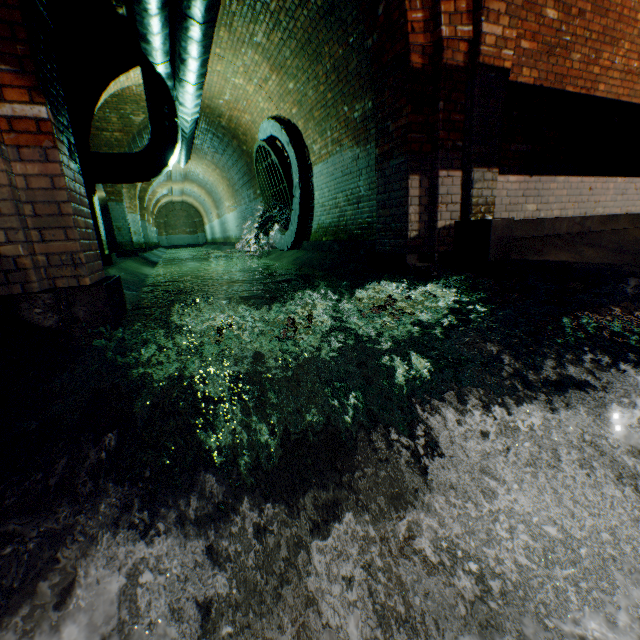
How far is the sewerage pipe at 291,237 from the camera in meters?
7.5

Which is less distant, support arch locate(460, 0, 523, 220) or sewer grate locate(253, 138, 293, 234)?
support arch locate(460, 0, 523, 220)

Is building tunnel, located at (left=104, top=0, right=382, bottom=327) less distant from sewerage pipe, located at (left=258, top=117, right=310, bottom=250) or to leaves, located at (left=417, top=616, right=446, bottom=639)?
sewerage pipe, located at (left=258, top=117, right=310, bottom=250)

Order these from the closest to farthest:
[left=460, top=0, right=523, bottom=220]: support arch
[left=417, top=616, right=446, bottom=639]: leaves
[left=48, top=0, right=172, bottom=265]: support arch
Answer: [left=417, top=616, right=446, bottom=639]: leaves
[left=460, top=0, right=523, bottom=220]: support arch
[left=48, top=0, right=172, bottom=265]: support arch

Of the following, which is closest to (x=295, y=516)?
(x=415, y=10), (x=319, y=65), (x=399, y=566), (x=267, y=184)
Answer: (x=399, y=566)

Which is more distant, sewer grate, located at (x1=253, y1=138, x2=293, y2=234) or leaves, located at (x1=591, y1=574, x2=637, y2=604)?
sewer grate, located at (x1=253, y1=138, x2=293, y2=234)

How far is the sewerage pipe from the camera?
7.55m

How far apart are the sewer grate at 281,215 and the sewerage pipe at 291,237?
0.0m
